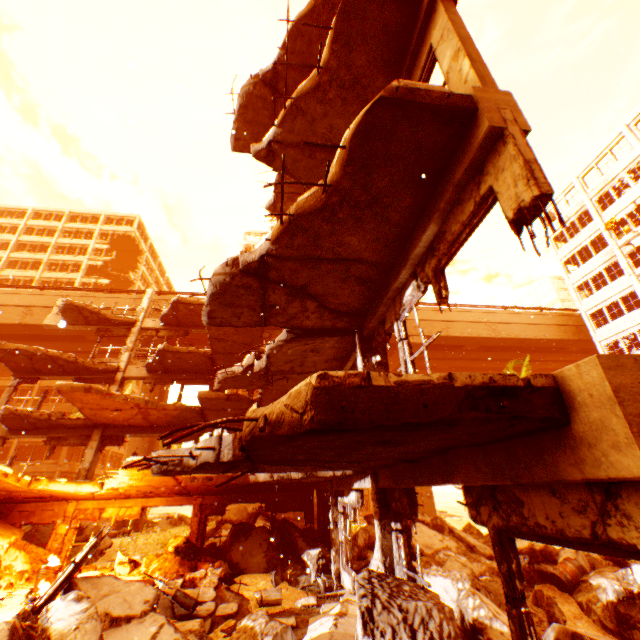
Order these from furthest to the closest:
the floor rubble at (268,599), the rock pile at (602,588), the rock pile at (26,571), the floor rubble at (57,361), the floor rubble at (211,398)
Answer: the floor rubble at (57,361) → the floor rubble at (211,398) → the rock pile at (26,571) → the floor rubble at (268,599) → the rock pile at (602,588)

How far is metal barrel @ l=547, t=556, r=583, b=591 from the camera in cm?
954

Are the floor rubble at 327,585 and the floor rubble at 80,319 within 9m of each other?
Answer: no

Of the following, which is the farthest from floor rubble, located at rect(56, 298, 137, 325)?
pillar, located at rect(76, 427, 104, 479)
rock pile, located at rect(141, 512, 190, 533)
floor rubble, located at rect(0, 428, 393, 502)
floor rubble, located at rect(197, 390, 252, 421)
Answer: rock pile, located at rect(141, 512, 190, 533)

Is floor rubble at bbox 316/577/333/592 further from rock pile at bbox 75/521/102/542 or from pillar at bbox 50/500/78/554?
pillar at bbox 50/500/78/554

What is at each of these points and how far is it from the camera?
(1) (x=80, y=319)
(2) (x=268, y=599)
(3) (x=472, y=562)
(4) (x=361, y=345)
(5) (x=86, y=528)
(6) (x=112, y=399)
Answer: (1) floor rubble, 18.0 meters
(2) floor rubble, 8.5 meters
(3) rock pile, 10.7 meters
(4) pillar, 7.1 meters
(5) rock pile, 16.0 meters
(6) floor rubble, 12.9 meters

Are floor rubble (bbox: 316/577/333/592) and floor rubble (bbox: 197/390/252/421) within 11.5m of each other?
yes

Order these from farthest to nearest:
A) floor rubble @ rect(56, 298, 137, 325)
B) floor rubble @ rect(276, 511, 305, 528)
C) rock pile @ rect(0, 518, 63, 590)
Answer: floor rubble @ rect(56, 298, 137, 325)
floor rubble @ rect(276, 511, 305, 528)
rock pile @ rect(0, 518, 63, 590)
